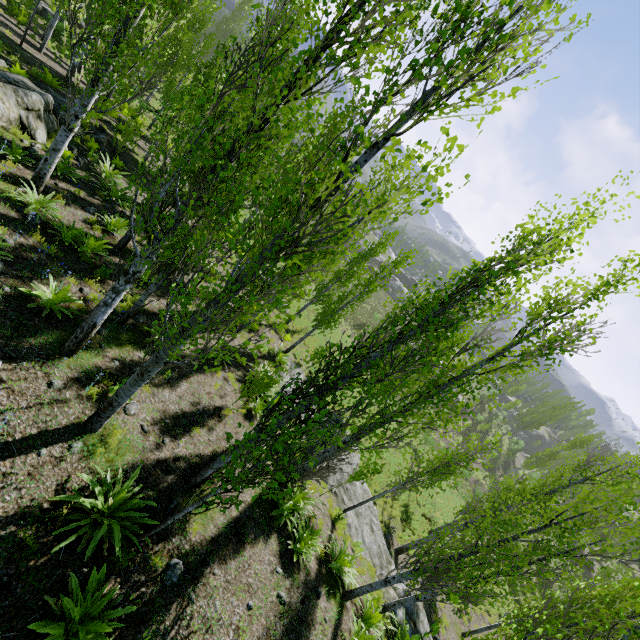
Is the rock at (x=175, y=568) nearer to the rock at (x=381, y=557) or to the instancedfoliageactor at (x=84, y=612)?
the instancedfoliageactor at (x=84, y=612)

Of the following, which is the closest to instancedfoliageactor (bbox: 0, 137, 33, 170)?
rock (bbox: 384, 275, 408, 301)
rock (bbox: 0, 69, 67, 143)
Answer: rock (bbox: 0, 69, 67, 143)

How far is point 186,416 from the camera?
8.19m

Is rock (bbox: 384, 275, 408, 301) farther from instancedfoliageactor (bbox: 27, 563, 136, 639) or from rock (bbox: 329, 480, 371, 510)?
rock (bbox: 329, 480, 371, 510)

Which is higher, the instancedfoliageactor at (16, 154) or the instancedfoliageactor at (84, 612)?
the instancedfoliageactor at (84, 612)

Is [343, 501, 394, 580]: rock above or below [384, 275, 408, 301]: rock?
below

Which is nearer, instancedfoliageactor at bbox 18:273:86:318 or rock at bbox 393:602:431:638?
instancedfoliageactor at bbox 18:273:86:318
